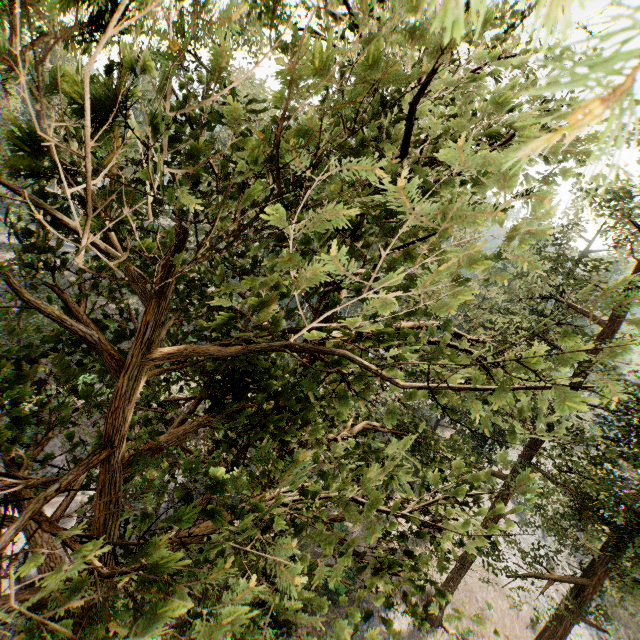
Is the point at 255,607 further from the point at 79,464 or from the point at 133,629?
the point at 133,629
